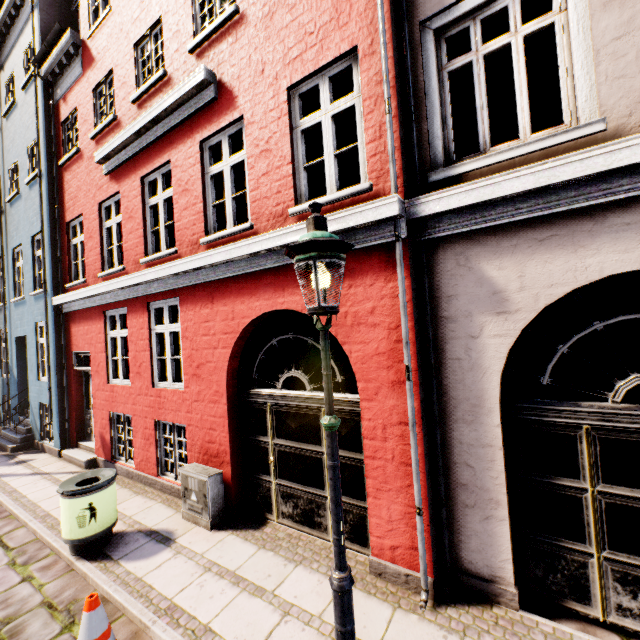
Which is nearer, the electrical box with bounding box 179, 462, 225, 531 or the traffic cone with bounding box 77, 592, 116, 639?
the traffic cone with bounding box 77, 592, 116, 639

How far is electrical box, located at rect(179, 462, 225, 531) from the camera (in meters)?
5.07

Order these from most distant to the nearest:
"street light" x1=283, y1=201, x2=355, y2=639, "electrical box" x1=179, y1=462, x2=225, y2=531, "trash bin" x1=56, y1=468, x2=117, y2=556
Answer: "electrical box" x1=179, y1=462, x2=225, y2=531, "trash bin" x1=56, y1=468, x2=117, y2=556, "street light" x1=283, y1=201, x2=355, y2=639

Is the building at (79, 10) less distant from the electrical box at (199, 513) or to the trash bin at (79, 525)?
A: the electrical box at (199, 513)

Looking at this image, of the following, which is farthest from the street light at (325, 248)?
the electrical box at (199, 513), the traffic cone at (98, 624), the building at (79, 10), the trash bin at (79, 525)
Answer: the trash bin at (79, 525)

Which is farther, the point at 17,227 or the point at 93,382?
the point at 17,227

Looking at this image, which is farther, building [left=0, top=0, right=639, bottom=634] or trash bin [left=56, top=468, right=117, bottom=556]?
trash bin [left=56, top=468, right=117, bottom=556]

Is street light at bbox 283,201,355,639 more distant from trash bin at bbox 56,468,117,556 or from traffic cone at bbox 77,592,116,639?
trash bin at bbox 56,468,117,556
